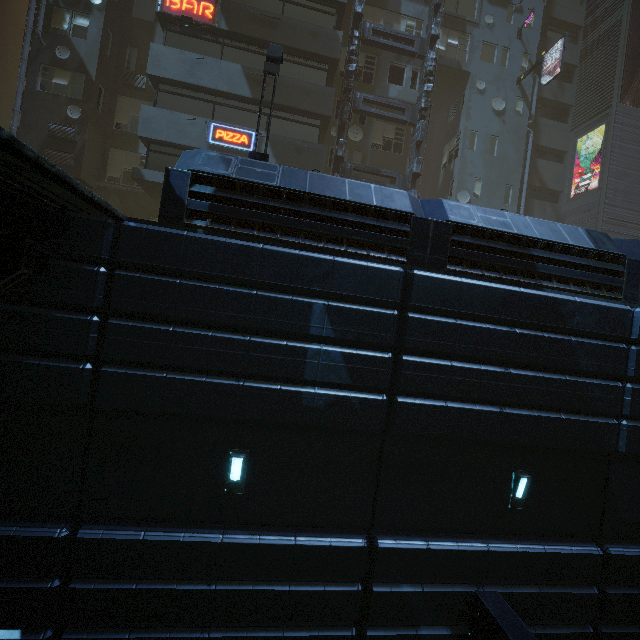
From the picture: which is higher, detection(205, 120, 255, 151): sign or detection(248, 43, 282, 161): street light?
detection(205, 120, 255, 151): sign

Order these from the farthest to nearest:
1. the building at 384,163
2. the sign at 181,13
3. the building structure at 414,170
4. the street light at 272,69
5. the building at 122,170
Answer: the building at 384,163, the building structure at 414,170, the sign at 181,13, the street light at 272,69, the building at 122,170

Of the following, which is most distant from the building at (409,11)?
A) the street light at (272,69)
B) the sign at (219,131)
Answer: the street light at (272,69)

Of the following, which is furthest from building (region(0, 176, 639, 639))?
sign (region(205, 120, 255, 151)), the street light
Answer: the street light

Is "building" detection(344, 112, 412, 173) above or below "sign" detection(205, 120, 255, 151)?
above

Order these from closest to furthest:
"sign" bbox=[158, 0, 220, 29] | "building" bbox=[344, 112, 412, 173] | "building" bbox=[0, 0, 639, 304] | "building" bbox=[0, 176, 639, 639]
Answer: "building" bbox=[0, 176, 639, 639] < "building" bbox=[0, 0, 639, 304] < "sign" bbox=[158, 0, 220, 29] < "building" bbox=[344, 112, 412, 173]

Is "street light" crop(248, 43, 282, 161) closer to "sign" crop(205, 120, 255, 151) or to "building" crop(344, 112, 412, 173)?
"building" crop(344, 112, 412, 173)

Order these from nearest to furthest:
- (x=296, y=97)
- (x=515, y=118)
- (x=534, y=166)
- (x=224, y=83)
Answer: (x=224, y=83), (x=296, y=97), (x=515, y=118), (x=534, y=166)
